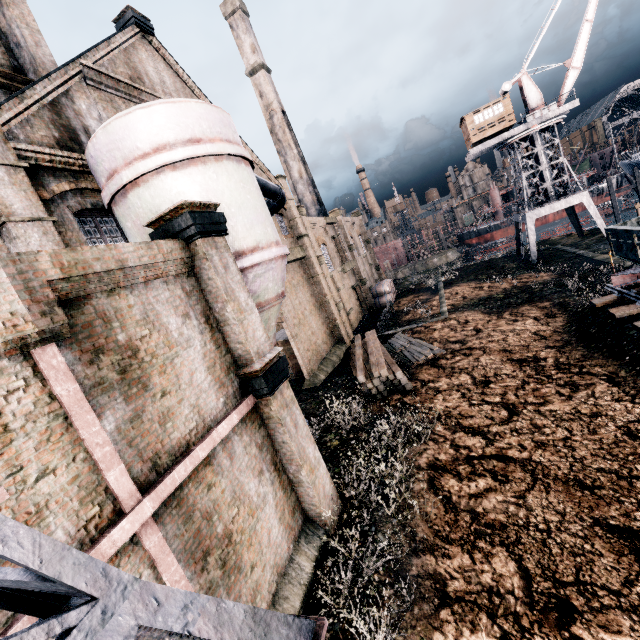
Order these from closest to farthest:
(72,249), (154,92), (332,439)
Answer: (72,249) → (332,439) → (154,92)

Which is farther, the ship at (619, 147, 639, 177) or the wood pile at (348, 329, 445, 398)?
the ship at (619, 147, 639, 177)

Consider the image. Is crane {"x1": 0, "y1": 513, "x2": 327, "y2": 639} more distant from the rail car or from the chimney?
the chimney

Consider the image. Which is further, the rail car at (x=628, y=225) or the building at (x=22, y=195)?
the rail car at (x=628, y=225)

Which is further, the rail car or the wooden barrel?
the wooden barrel

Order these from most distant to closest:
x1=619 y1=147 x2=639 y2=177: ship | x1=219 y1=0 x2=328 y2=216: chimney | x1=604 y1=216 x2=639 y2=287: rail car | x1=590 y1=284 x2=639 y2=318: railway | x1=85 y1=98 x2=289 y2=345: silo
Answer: x1=219 y1=0 x2=328 y2=216: chimney, x1=619 y1=147 x2=639 y2=177: ship, x1=590 y1=284 x2=639 y2=318: railway, x1=604 y1=216 x2=639 y2=287: rail car, x1=85 y1=98 x2=289 y2=345: silo

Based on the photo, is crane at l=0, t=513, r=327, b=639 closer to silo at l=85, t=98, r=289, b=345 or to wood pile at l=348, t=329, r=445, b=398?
silo at l=85, t=98, r=289, b=345

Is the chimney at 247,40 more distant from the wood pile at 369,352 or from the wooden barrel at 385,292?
the wood pile at 369,352
